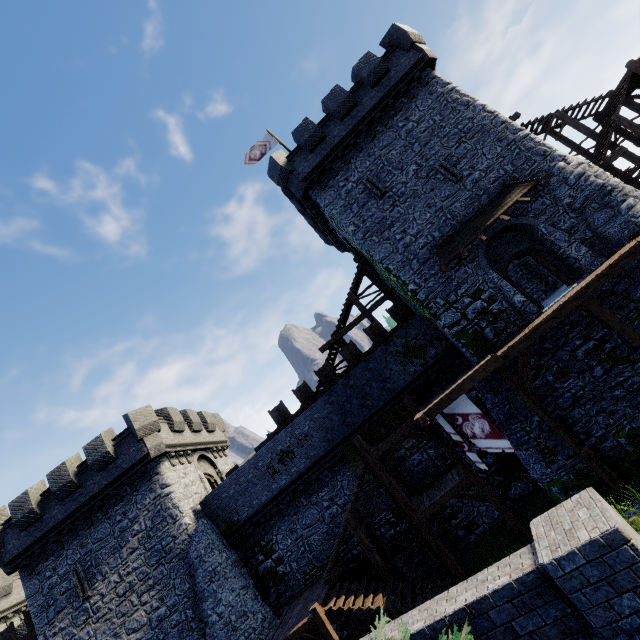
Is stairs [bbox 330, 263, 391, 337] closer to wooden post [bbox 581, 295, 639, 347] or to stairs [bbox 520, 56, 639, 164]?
wooden post [bbox 581, 295, 639, 347]

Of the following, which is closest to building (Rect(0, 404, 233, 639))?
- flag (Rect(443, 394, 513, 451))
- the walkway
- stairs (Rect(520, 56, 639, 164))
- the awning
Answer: the walkway

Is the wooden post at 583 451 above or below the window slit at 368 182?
→ below

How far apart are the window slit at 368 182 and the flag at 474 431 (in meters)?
11.30

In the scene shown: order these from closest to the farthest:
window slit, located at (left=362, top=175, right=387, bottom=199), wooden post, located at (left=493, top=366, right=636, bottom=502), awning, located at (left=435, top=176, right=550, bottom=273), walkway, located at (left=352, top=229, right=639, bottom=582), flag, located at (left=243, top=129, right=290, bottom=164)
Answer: wooden post, located at (left=493, top=366, right=636, bottom=502), walkway, located at (left=352, top=229, right=639, bottom=582), awning, located at (left=435, top=176, right=550, bottom=273), window slit, located at (left=362, top=175, right=387, bottom=199), flag, located at (left=243, top=129, right=290, bottom=164)

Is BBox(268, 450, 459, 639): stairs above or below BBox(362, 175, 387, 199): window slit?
below

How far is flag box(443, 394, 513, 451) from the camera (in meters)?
12.29

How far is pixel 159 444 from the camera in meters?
19.4
